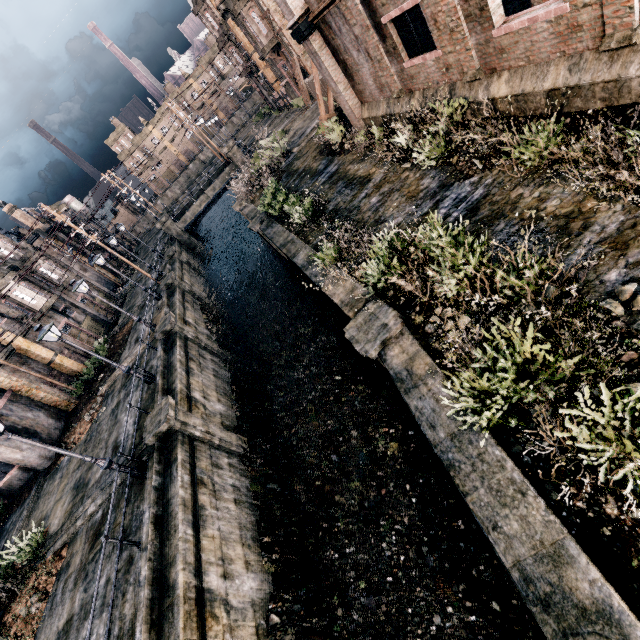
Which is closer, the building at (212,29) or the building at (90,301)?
the building at (90,301)

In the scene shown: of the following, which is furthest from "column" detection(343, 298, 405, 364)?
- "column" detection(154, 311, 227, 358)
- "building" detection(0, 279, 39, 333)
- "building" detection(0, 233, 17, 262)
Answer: "building" detection(0, 233, 17, 262)

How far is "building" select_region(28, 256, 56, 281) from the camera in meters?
33.0 m

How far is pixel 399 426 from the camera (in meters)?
12.65

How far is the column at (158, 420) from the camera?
13.5m

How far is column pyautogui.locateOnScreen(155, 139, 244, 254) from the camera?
41.38m

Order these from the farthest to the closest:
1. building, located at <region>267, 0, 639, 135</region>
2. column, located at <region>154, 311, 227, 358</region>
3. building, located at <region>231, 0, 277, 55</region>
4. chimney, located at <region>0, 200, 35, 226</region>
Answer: chimney, located at <region>0, 200, 35, 226</region>
building, located at <region>231, 0, 277, 55</region>
column, located at <region>154, 311, 227, 358</region>
building, located at <region>267, 0, 639, 135</region>

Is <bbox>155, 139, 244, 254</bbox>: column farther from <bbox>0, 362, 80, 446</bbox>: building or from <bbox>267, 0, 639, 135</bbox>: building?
<bbox>0, 362, 80, 446</bbox>: building
